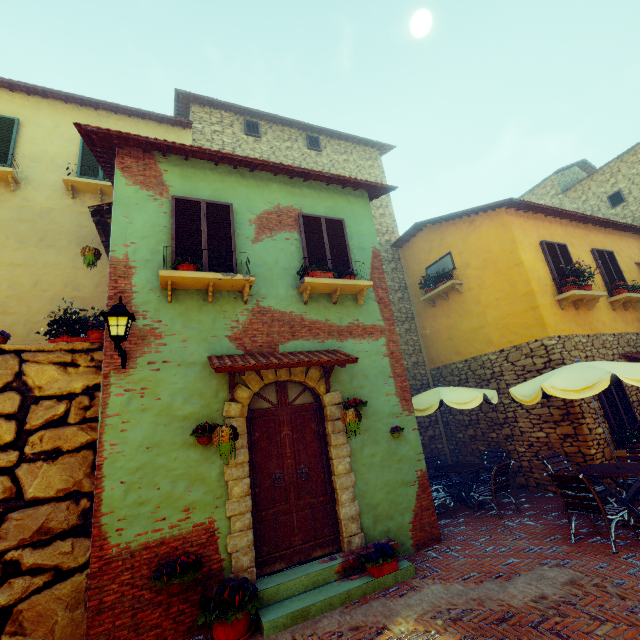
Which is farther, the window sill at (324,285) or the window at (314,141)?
the window at (314,141)

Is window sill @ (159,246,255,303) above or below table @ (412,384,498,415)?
above

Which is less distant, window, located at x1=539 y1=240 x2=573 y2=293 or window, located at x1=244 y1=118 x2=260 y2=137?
window, located at x1=539 y1=240 x2=573 y2=293

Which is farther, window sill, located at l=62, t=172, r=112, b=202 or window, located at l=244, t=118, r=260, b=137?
window, located at l=244, t=118, r=260, b=137

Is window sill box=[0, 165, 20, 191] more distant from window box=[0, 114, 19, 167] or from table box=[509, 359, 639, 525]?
table box=[509, 359, 639, 525]

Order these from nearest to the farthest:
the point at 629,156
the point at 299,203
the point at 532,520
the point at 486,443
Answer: the point at 532,520
the point at 299,203
the point at 486,443
the point at 629,156

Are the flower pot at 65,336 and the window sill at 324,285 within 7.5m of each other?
yes

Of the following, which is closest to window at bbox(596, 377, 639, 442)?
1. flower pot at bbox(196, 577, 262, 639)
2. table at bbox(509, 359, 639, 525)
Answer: table at bbox(509, 359, 639, 525)
